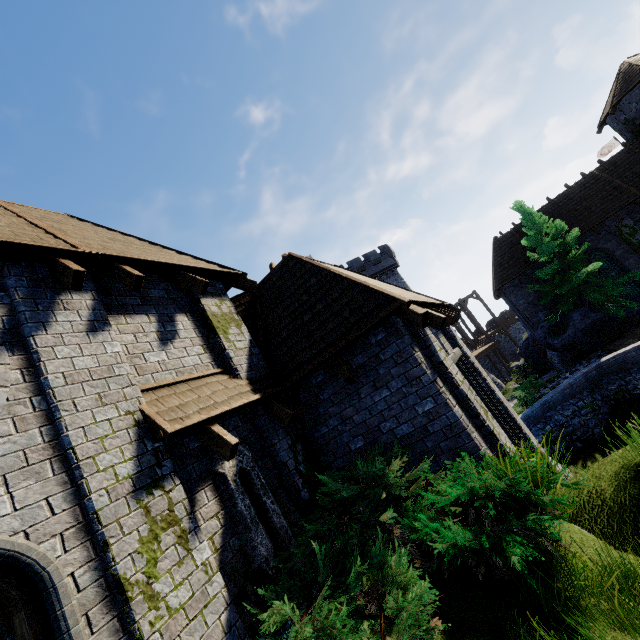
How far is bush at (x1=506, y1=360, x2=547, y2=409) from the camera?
15.0 meters

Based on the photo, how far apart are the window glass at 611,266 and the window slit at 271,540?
25.3m

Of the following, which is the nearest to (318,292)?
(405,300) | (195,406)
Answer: (405,300)

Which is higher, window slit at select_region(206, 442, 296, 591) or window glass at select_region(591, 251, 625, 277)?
window slit at select_region(206, 442, 296, 591)

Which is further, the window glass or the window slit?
the window glass

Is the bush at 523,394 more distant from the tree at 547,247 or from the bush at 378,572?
the bush at 378,572

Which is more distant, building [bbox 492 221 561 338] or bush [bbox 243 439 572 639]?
building [bbox 492 221 561 338]

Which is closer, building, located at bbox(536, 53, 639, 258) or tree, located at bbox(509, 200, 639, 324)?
tree, located at bbox(509, 200, 639, 324)
